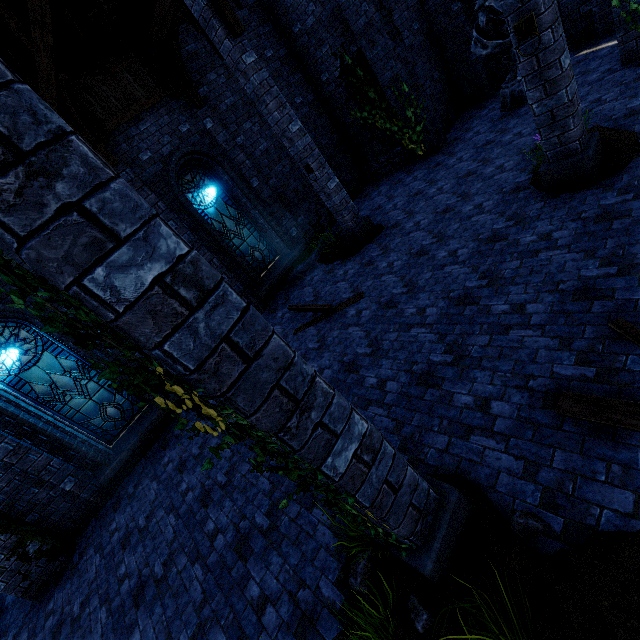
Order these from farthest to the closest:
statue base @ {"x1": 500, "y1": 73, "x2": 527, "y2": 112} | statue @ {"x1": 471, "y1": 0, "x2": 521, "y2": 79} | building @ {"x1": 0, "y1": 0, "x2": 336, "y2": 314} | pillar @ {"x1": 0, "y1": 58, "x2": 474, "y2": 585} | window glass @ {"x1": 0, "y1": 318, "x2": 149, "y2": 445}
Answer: statue base @ {"x1": 500, "y1": 73, "x2": 527, "y2": 112} → statue @ {"x1": 471, "y1": 0, "x2": 521, "y2": 79} → window glass @ {"x1": 0, "y1": 318, "x2": 149, "y2": 445} → building @ {"x1": 0, "y1": 0, "x2": 336, "y2": 314} → pillar @ {"x1": 0, "y1": 58, "x2": 474, "y2": 585}

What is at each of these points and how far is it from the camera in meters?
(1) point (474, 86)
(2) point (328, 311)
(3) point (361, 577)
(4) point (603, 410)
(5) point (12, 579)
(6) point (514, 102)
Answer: (1) building, 11.2
(2) wooden beam, 7.3
(3) instancedfoliageactor, 3.0
(4) wooden beam, 2.8
(5) building, 6.3
(6) statue base, 9.1

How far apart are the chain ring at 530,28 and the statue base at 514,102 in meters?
5.8

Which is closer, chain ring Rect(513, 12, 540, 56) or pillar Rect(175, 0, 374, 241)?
chain ring Rect(513, 12, 540, 56)

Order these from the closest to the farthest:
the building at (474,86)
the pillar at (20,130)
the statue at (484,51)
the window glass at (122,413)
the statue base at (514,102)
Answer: the pillar at (20,130) < the window glass at (122,413) < the statue at (484,51) < the statue base at (514,102) < the building at (474,86)

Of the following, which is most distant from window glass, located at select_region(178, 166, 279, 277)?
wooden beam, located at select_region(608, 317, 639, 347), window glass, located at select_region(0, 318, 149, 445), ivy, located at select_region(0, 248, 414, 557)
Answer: wooden beam, located at select_region(608, 317, 639, 347)

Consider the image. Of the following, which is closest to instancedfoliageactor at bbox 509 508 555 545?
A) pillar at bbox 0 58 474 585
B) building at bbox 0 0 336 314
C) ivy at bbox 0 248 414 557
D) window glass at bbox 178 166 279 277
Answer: pillar at bbox 0 58 474 585

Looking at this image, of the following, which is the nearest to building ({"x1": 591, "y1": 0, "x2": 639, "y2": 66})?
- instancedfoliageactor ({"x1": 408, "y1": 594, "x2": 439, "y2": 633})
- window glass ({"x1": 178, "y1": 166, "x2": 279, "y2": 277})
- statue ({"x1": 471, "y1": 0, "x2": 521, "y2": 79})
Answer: window glass ({"x1": 178, "y1": 166, "x2": 279, "y2": 277})
